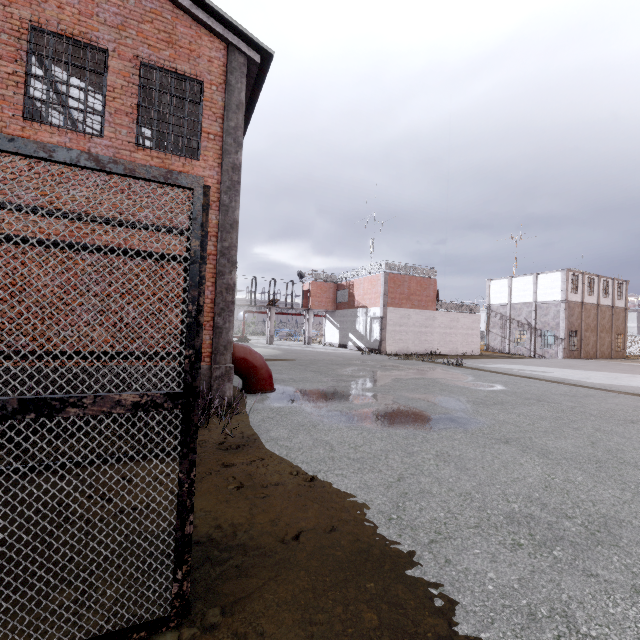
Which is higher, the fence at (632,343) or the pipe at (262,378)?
the fence at (632,343)

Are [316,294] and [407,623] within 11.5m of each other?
no

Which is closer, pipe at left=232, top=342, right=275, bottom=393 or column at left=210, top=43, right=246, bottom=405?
column at left=210, top=43, right=246, bottom=405

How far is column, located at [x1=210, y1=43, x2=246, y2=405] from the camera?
7.94m

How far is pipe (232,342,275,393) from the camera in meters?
9.3

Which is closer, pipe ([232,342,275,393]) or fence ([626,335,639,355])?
pipe ([232,342,275,393])

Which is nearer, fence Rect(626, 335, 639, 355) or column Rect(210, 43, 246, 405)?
A: column Rect(210, 43, 246, 405)

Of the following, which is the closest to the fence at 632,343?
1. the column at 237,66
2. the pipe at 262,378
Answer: the column at 237,66
